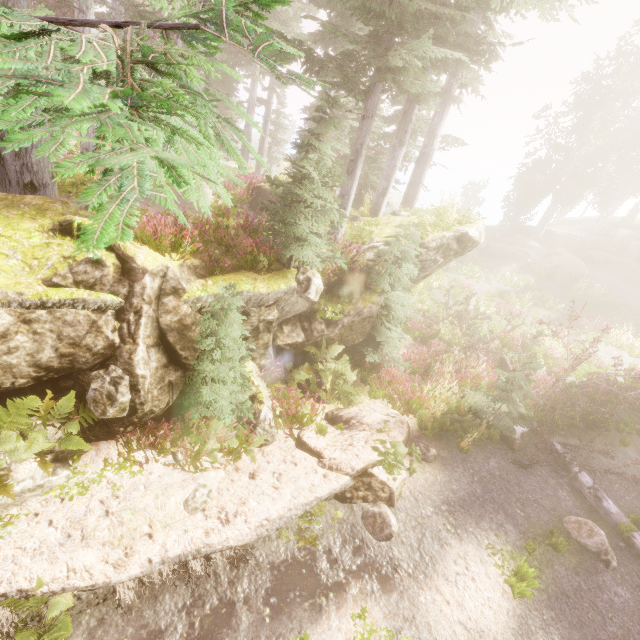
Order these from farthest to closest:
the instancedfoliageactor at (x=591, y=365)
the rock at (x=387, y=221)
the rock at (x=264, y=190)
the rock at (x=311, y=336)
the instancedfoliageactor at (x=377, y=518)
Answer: the instancedfoliageactor at (x=591, y=365) < the rock at (x=264, y=190) < the rock at (x=387, y=221) < the rock at (x=311, y=336) < the instancedfoliageactor at (x=377, y=518)

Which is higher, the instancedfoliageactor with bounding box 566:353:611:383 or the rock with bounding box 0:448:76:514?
the rock with bounding box 0:448:76:514

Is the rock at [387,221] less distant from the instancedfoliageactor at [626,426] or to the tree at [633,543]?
the instancedfoliageactor at [626,426]

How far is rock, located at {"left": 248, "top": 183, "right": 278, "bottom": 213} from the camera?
13.7m

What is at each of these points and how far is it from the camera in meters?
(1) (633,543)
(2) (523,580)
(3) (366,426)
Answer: (1) tree, 7.3
(2) instancedfoliageactor, 5.9
(3) rock, 8.1

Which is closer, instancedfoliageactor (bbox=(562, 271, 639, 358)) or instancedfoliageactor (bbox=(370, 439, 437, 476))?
instancedfoliageactor (bbox=(370, 439, 437, 476))

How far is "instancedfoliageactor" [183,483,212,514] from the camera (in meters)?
5.45
